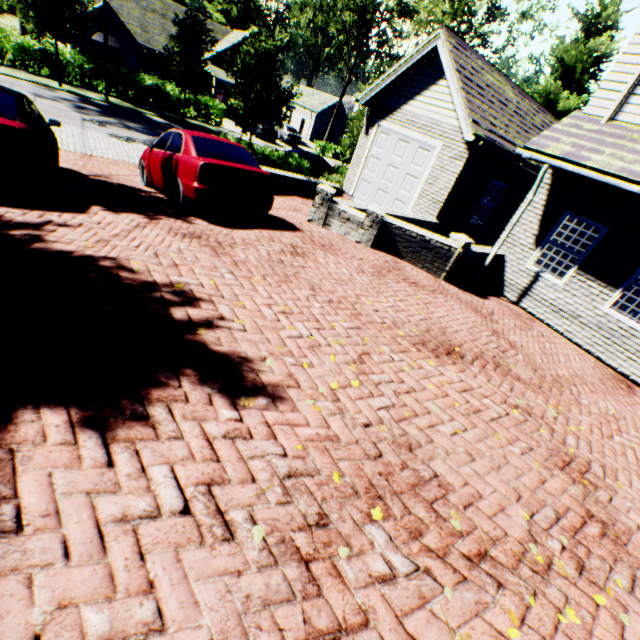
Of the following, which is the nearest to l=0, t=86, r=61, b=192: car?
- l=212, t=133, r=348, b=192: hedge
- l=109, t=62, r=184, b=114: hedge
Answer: l=212, t=133, r=348, b=192: hedge

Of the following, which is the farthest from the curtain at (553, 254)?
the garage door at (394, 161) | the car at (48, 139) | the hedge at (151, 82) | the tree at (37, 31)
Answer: the hedge at (151, 82)

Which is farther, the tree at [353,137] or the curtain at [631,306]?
the tree at [353,137]

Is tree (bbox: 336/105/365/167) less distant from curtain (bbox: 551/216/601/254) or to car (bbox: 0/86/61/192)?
car (bbox: 0/86/61/192)

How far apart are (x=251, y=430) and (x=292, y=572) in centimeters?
108cm

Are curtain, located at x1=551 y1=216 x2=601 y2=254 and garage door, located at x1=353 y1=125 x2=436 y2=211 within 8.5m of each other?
yes

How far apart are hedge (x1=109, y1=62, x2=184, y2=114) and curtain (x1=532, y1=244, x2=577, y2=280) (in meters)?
27.68
